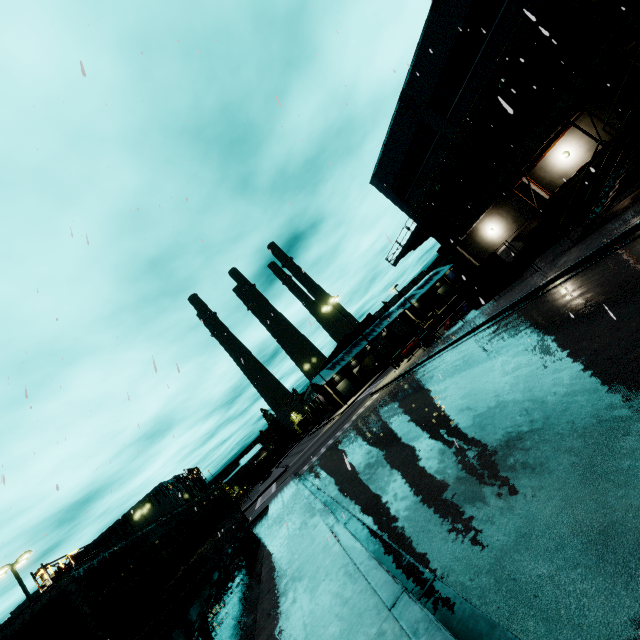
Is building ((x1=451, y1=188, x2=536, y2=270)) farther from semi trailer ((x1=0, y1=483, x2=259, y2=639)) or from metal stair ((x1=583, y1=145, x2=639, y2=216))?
metal stair ((x1=583, y1=145, x2=639, y2=216))

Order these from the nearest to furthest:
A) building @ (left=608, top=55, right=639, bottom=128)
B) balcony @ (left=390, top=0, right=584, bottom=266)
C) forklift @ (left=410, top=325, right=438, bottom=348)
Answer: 1. balcony @ (left=390, top=0, right=584, bottom=266)
2. building @ (left=608, top=55, right=639, bottom=128)
3. forklift @ (left=410, top=325, right=438, bottom=348)

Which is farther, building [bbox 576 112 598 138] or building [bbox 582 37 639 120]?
building [bbox 576 112 598 138]

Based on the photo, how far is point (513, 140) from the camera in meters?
20.4 m

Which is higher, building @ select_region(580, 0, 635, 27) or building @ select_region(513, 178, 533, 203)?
building @ select_region(580, 0, 635, 27)

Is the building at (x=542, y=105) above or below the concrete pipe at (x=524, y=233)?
above

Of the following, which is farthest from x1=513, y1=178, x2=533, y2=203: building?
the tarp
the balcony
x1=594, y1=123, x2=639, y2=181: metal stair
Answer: x1=594, y1=123, x2=639, y2=181: metal stair

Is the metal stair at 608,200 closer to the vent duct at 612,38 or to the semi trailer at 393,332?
the vent duct at 612,38
